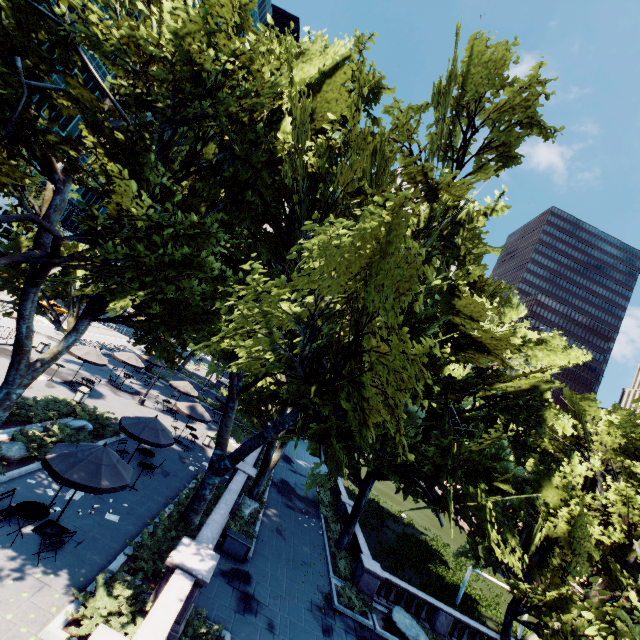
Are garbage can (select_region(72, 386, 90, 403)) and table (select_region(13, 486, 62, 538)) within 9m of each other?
no

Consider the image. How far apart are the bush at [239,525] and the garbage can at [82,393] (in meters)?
11.92

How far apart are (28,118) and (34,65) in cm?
241

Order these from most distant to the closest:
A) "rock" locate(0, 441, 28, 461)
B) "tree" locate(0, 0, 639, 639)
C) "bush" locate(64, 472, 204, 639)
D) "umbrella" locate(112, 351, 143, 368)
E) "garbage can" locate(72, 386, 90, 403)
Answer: "umbrella" locate(112, 351, 143, 368)
"garbage can" locate(72, 386, 90, 403)
"rock" locate(0, 441, 28, 461)
"tree" locate(0, 0, 639, 639)
"bush" locate(64, 472, 204, 639)

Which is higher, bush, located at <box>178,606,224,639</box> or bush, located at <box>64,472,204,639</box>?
bush, located at <box>64,472,204,639</box>

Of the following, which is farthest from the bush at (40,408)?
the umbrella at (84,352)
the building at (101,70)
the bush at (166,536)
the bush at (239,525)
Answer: the building at (101,70)

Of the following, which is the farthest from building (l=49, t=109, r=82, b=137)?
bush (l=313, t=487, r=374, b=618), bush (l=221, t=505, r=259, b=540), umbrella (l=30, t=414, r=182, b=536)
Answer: bush (l=313, t=487, r=374, b=618)

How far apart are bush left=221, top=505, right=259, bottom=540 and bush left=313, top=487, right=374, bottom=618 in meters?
5.4
